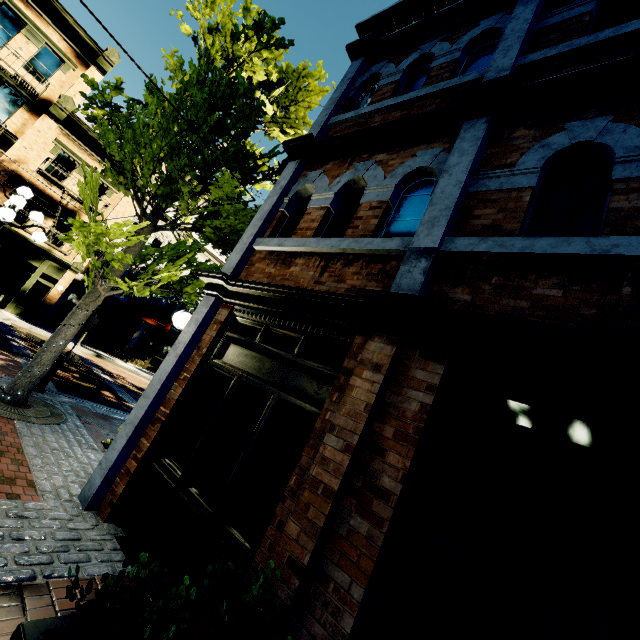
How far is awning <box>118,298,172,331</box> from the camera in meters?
19.5

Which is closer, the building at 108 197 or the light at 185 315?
the light at 185 315

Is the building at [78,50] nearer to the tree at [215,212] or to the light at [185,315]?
the tree at [215,212]

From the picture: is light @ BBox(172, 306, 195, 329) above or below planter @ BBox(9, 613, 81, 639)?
above

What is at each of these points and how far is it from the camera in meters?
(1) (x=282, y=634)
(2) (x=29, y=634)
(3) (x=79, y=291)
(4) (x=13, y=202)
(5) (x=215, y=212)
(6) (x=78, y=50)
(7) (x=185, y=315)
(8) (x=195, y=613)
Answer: (1) planter, 2.1
(2) planter, 1.3
(3) building, 20.0
(4) light, 6.1
(5) tree, 7.6
(6) building, 17.7
(7) light, 5.1
(8) planter, 1.9

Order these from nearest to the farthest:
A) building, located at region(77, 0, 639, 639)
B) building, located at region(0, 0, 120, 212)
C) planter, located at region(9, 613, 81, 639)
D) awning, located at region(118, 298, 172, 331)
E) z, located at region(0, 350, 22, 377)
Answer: planter, located at region(9, 613, 81, 639), building, located at region(77, 0, 639, 639), z, located at region(0, 350, 22, 377), building, located at region(0, 0, 120, 212), awning, located at region(118, 298, 172, 331)

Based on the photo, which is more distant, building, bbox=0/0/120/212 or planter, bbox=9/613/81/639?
building, bbox=0/0/120/212

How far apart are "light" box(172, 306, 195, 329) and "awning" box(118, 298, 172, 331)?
16.3 meters
